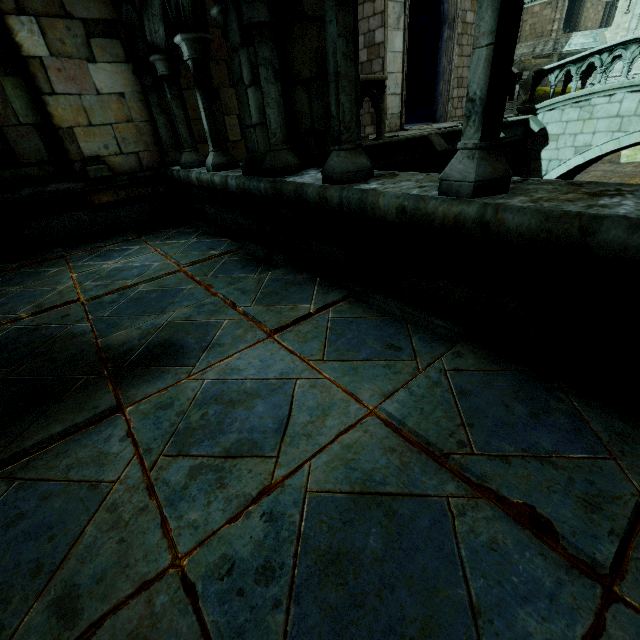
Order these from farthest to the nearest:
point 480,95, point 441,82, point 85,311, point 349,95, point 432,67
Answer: point 432,67, point 441,82, point 85,311, point 349,95, point 480,95

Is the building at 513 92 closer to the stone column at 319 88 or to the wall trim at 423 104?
the wall trim at 423 104

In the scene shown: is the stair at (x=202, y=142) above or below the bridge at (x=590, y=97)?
above

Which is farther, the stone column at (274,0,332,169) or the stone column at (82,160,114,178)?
the stone column at (82,160,114,178)

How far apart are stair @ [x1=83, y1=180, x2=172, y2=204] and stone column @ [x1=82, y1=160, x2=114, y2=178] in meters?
0.2

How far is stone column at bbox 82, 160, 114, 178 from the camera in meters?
4.6

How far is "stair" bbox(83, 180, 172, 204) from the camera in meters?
4.8

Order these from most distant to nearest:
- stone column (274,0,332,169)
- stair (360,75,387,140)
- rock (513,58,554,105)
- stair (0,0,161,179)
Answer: rock (513,58,554,105) → stair (360,75,387,140) → stair (0,0,161,179) → stone column (274,0,332,169)
